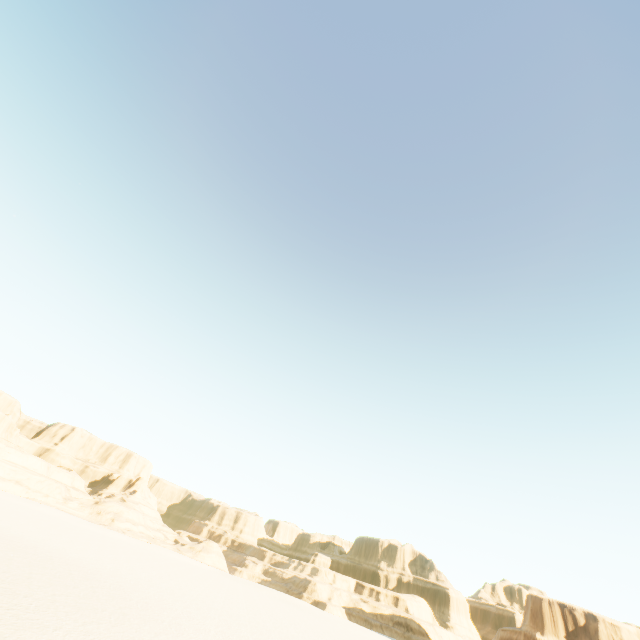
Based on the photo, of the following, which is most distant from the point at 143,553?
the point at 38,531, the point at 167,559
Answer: the point at 38,531
